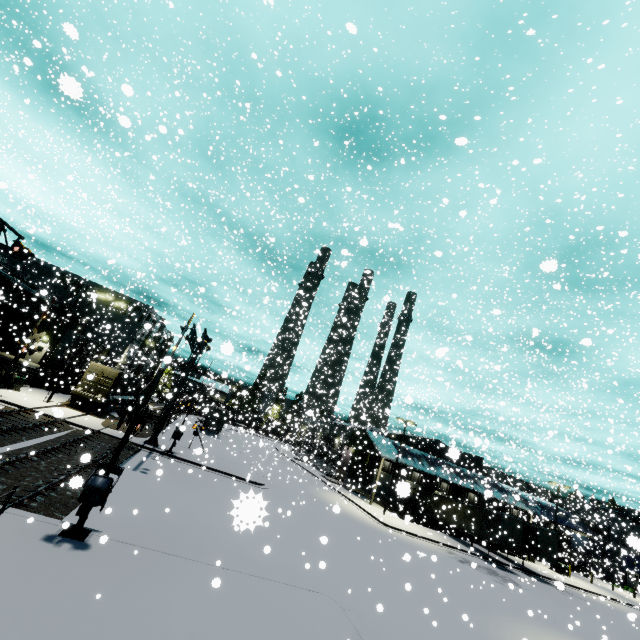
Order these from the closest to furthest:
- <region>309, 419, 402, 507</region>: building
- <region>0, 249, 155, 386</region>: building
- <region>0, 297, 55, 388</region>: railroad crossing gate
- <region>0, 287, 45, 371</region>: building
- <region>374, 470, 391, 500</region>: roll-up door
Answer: <region>0, 297, 55, 388</region>: railroad crossing gate → <region>0, 287, 45, 371</region>: building → <region>0, 249, 155, 386</region>: building → <region>309, 419, 402, 507</region>: building → <region>374, 470, 391, 500</region>: roll-up door

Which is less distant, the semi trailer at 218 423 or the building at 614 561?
the building at 614 561

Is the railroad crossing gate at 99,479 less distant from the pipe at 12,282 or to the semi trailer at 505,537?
the semi trailer at 505,537

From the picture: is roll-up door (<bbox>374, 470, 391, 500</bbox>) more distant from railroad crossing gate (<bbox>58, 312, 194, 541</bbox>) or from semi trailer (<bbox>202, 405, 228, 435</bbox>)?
railroad crossing gate (<bbox>58, 312, 194, 541</bbox>)

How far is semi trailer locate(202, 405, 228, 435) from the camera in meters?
42.4 m

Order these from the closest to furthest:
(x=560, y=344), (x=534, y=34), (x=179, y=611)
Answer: (x=179, y=611), (x=560, y=344), (x=534, y=34)

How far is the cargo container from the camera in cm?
2950

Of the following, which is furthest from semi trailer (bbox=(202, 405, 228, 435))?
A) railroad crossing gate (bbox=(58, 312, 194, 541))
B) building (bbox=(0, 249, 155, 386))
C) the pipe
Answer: railroad crossing gate (bbox=(58, 312, 194, 541))
